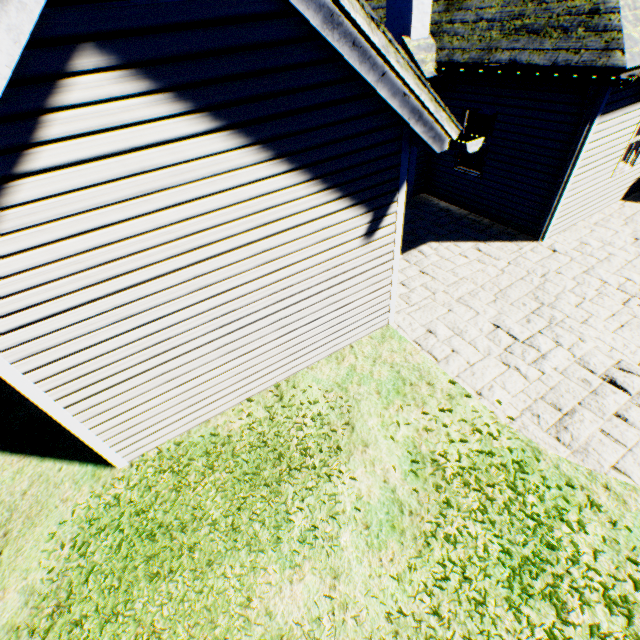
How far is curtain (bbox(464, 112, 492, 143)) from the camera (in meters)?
8.28

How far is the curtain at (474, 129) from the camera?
8.28m

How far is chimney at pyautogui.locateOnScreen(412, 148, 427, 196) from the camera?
9.7m

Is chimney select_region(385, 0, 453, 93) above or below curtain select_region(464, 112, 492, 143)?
above

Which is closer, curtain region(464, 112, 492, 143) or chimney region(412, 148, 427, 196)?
curtain region(464, 112, 492, 143)

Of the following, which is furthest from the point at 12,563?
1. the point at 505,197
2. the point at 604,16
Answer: the point at 604,16

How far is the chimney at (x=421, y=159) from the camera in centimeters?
972cm
